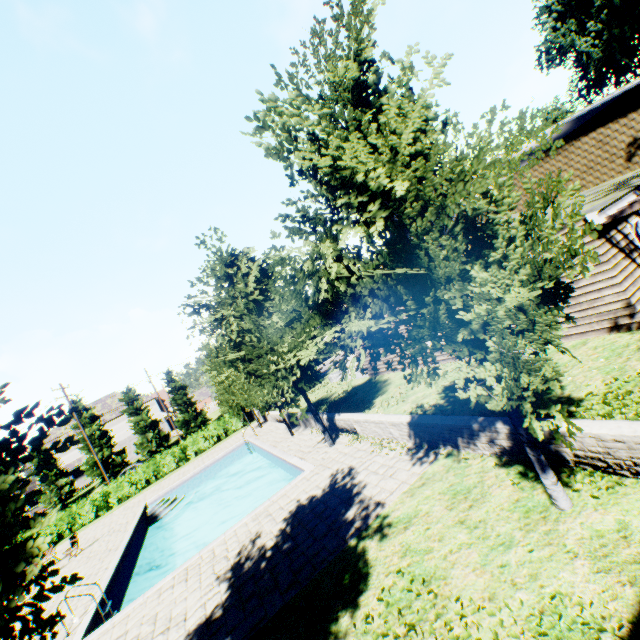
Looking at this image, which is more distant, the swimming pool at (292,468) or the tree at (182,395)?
the tree at (182,395)

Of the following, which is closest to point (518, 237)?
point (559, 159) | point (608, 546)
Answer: point (608, 546)

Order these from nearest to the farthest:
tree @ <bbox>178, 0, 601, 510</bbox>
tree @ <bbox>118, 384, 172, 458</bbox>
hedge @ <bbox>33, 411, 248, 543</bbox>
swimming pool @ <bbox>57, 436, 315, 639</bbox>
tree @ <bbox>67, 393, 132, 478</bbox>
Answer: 1. tree @ <bbox>178, 0, 601, 510</bbox>
2. swimming pool @ <bbox>57, 436, 315, 639</bbox>
3. hedge @ <bbox>33, 411, 248, 543</bbox>
4. tree @ <bbox>67, 393, 132, 478</bbox>
5. tree @ <bbox>118, 384, 172, 458</bbox>

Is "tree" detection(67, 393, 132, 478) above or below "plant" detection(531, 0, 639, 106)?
below

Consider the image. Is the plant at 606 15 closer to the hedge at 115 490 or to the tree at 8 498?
the tree at 8 498

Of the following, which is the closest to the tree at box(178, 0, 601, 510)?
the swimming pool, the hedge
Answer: the swimming pool

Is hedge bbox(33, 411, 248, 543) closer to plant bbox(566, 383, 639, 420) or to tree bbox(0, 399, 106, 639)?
tree bbox(0, 399, 106, 639)
